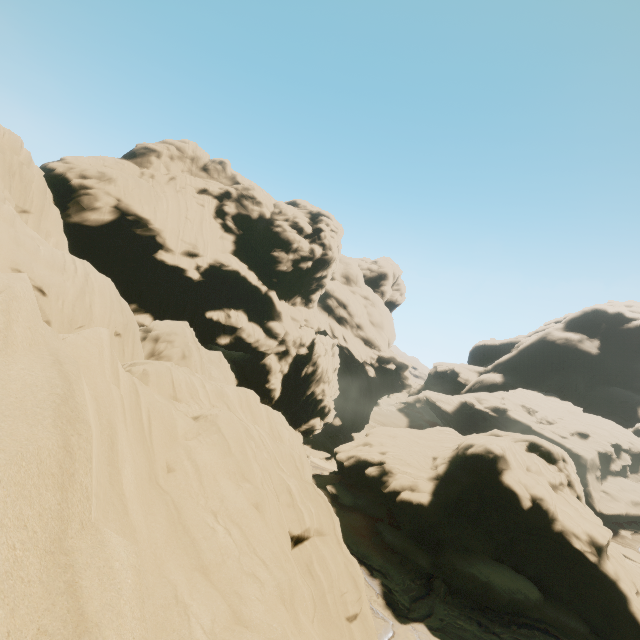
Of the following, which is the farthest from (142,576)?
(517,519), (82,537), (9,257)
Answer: (517,519)

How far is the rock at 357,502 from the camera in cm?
3100

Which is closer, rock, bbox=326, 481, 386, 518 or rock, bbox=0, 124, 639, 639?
rock, bbox=0, 124, 639, 639

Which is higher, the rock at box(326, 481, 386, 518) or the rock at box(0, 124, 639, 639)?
the rock at box(0, 124, 639, 639)

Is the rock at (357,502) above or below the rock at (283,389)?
below

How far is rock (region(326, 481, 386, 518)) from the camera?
31.0m
